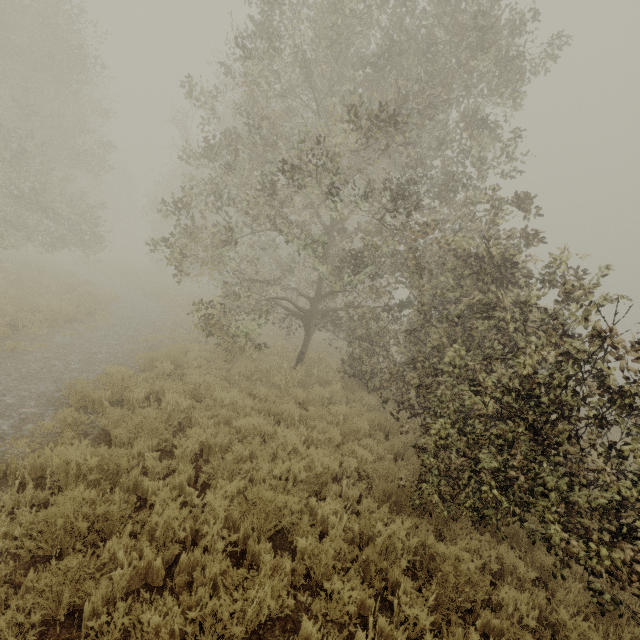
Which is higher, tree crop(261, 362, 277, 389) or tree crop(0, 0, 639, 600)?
tree crop(0, 0, 639, 600)

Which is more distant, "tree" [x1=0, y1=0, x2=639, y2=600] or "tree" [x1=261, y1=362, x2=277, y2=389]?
"tree" [x1=261, y1=362, x2=277, y2=389]

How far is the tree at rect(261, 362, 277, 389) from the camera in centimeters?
982cm

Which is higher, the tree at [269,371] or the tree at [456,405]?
the tree at [456,405]

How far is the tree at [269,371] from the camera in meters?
9.8

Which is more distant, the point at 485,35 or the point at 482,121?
the point at 482,121
